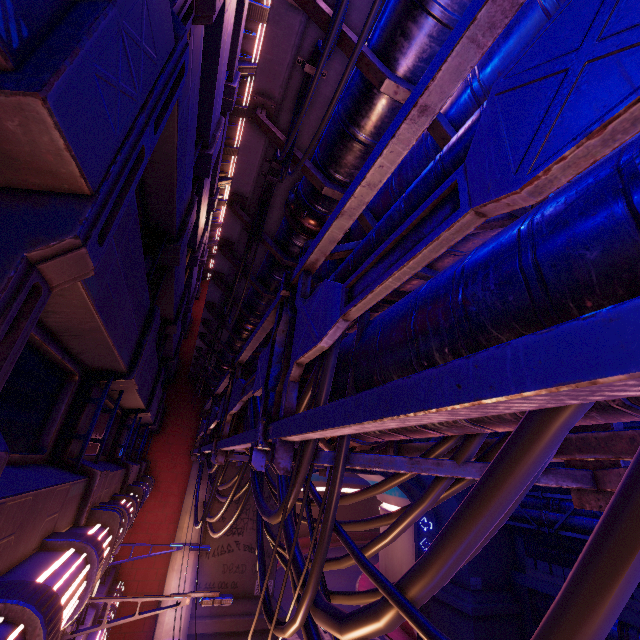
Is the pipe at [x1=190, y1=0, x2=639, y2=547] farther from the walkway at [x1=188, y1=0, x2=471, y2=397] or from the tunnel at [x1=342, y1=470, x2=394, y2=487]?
the tunnel at [x1=342, y1=470, x2=394, y2=487]

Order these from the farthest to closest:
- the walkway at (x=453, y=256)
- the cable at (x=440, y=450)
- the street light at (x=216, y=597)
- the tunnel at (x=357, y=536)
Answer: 1. the tunnel at (x=357, y=536)
2. the street light at (x=216, y=597)
3. the walkway at (x=453, y=256)
4. the cable at (x=440, y=450)

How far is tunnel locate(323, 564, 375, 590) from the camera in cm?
3355

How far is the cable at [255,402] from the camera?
6.0m

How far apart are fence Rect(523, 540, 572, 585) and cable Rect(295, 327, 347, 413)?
21.0m

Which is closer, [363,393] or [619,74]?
[619,74]

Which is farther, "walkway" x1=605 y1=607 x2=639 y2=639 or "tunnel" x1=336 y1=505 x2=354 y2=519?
"tunnel" x1=336 y1=505 x2=354 y2=519

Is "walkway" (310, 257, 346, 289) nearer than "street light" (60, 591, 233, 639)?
Yes
